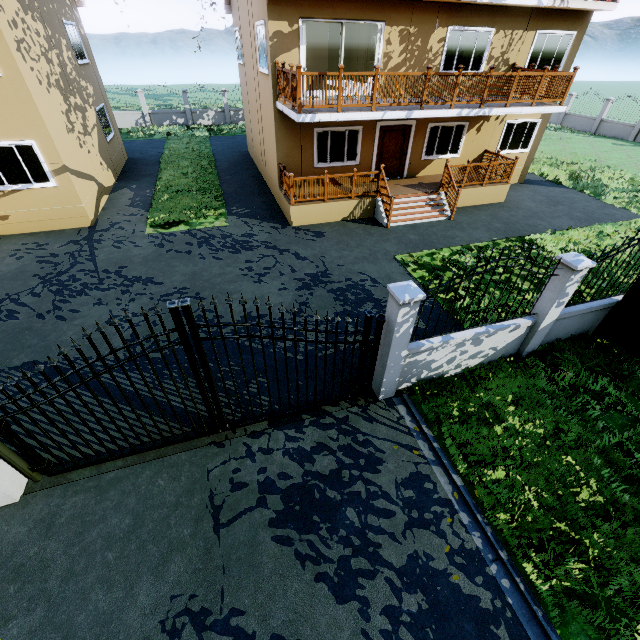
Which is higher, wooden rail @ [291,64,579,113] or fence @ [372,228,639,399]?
wooden rail @ [291,64,579,113]

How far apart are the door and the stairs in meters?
1.9

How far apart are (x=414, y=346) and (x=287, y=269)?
5.38m

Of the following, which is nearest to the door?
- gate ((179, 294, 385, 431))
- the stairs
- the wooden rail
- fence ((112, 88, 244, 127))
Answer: the stairs

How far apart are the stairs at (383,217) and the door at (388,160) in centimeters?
194cm

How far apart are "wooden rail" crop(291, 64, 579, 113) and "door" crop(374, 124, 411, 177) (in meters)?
3.03

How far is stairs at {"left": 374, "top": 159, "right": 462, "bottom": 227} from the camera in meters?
12.1

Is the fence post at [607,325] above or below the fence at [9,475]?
above
